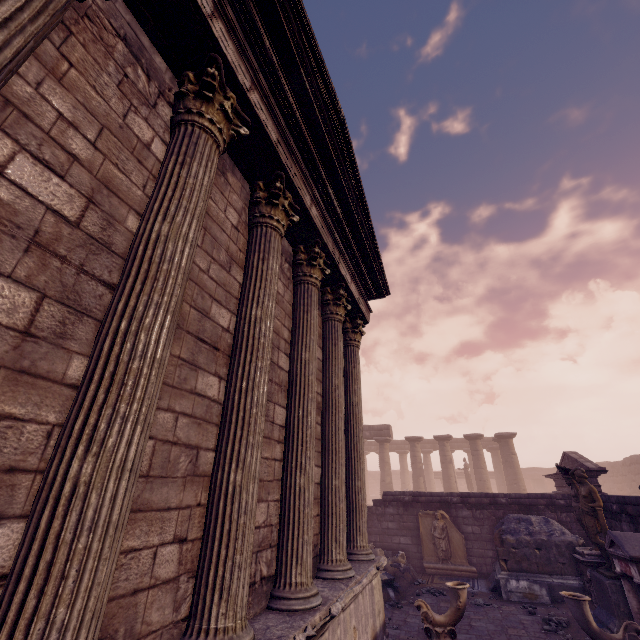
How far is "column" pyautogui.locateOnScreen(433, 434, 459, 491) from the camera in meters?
23.3

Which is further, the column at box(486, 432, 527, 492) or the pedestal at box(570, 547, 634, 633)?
the column at box(486, 432, 527, 492)

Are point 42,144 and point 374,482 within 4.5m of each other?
no

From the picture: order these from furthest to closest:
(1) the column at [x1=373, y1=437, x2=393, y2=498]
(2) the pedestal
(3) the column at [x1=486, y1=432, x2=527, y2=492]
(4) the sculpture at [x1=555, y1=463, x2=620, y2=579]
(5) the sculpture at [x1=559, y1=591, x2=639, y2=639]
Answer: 1. (1) the column at [x1=373, y1=437, x2=393, y2=498]
2. (3) the column at [x1=486, y1=432, x2=527, y2=492]
3. (4) the sculpture at [x1=555, y1=463, x2=620, y2=579]
4. (2) the pedestal
5. (5) the sculpture at [x1=559, y1=591, x2=639, y2=639]

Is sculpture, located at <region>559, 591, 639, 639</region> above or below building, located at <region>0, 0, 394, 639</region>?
below

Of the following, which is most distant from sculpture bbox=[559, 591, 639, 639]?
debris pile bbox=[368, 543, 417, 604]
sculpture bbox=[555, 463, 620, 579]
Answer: debris pile bbox=[368, 543, 417, 604]

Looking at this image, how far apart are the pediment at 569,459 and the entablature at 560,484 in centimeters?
4cm

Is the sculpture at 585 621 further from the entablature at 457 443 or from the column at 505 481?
the column at 505 481
